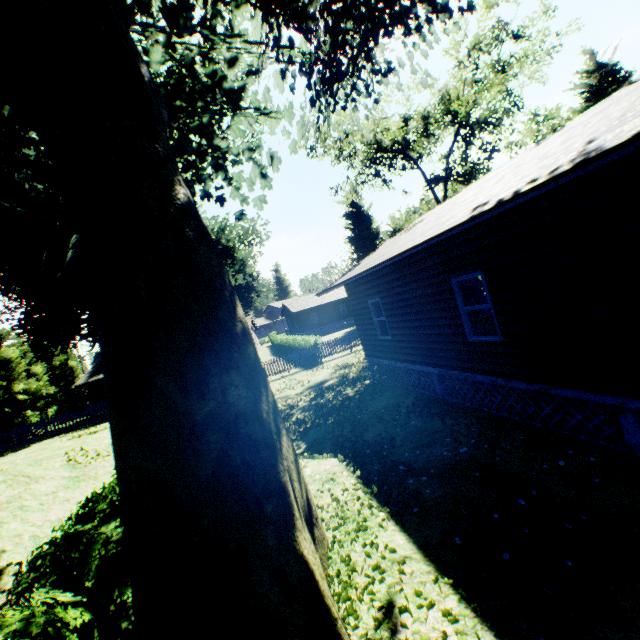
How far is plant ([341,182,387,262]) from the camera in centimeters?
4681cm

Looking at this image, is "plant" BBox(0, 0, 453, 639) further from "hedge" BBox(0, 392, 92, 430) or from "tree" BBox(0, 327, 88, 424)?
"hedge" BBox(0, 392, 92, 430)

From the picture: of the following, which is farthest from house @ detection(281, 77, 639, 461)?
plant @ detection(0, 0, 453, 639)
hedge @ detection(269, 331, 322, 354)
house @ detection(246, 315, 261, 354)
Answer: house @ detection(246, 315, 261, 354)

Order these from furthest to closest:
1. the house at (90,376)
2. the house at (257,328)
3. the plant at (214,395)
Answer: the house at (257,328) → the house at (90,376) → the plant at (214,395)

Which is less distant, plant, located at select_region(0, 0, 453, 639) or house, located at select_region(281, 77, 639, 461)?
plant, located at select_region(0, 0, 453, 639)

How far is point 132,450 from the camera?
3.26m

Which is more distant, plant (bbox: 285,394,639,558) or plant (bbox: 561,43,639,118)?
plant (bbox: 561,43,639,118)

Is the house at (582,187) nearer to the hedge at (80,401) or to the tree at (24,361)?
the tree at (24,361)
